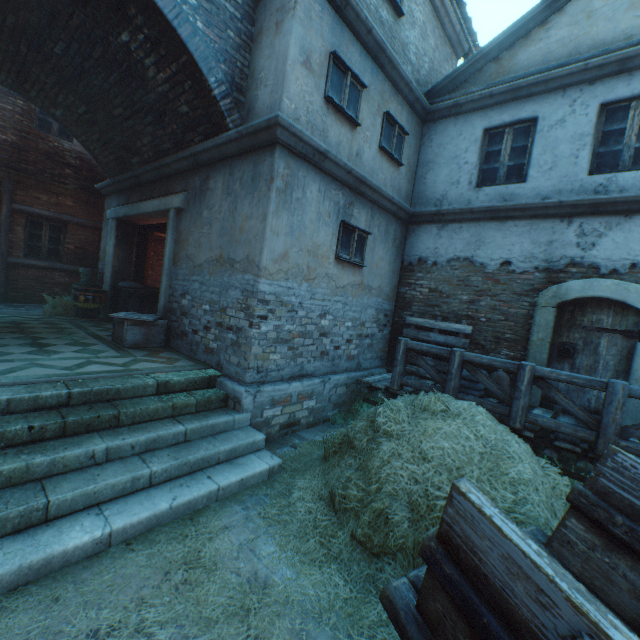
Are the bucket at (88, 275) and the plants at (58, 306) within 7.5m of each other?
yes

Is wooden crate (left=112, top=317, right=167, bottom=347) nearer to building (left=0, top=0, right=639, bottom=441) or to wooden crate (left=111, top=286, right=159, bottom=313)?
building (left=0, top=0, right=639, bottom=441)

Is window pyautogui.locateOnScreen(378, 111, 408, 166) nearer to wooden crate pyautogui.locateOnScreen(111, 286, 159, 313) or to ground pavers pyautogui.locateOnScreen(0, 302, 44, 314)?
wooden crate pyautogui.locateOnScreen(111, 286, 159, 313)

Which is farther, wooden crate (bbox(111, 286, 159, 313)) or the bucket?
the bucket

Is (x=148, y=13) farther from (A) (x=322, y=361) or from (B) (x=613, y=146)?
(B) (x=613, y=146)

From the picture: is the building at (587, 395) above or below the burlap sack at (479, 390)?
above

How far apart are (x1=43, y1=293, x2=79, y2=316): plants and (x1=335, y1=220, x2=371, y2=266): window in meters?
7.6 m

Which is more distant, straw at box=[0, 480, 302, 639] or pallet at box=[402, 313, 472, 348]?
pallet at box=[402, 313, 472, 348]
